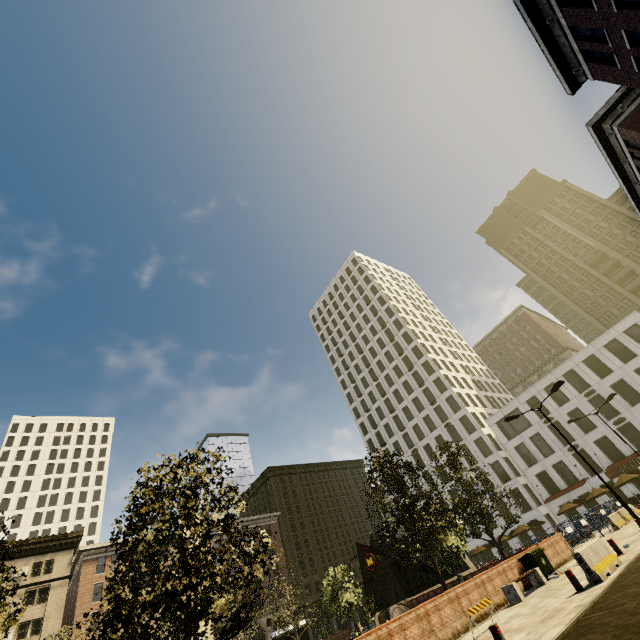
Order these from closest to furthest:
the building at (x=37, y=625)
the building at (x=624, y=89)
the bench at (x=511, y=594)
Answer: the bench at (x=511, y=594)
the building at (x=624, y=89)
the building at (x=37, y=625)

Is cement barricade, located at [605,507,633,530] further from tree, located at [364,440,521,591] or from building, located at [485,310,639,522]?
building, located at [485,310,639,522]

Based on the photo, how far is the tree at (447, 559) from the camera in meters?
15.3

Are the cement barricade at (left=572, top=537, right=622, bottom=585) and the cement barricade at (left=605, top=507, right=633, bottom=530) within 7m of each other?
no

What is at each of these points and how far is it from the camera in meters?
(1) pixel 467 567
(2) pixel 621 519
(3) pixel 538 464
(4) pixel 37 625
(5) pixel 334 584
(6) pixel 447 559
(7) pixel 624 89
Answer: (1) underground building, 32.8 m
(2) cement barricade, 23.8 m
(3) building, 43.8 m
(4) building, 37.4 m
(5) tree, 31.2 m
(6) tree, 22.0 m
(7) building, 21.1 m

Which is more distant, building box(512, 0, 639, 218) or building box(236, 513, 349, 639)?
building box(236, 513, 349, 639)

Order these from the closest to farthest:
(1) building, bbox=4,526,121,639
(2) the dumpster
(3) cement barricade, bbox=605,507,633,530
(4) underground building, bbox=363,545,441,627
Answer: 1. (2) the dumpster
2. (3) cement barricade, bbox=605,507,633,530
3. (4) underground building, bbox=363,545,441,627
4. (1) building, bbox=4,526,121,639

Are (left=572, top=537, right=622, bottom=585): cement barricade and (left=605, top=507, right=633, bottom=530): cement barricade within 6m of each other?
no
